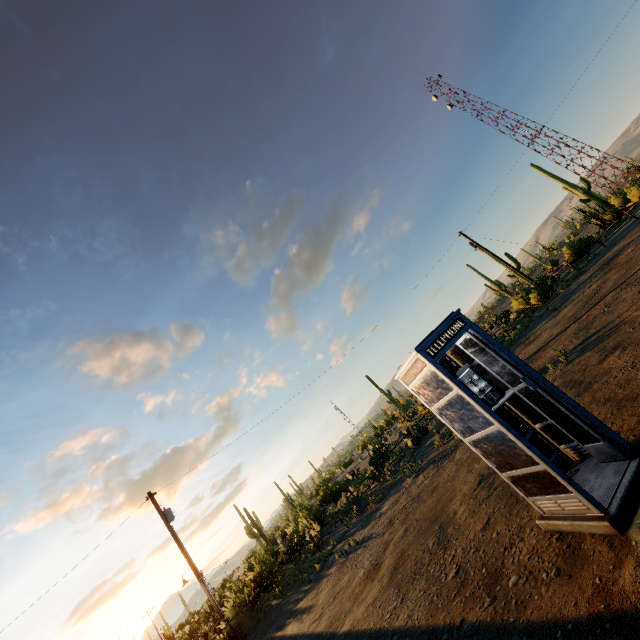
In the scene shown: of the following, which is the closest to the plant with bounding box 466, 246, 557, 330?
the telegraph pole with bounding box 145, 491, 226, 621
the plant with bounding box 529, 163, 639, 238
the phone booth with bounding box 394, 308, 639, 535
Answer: the plant with bounding box 529, 163, 639, 238

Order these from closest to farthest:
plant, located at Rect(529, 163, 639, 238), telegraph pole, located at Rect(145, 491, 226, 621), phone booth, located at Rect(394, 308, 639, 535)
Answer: phone booth, located at Rect(394, 308, 639, 535), telegraph pole, located at Rect(145, 491, 226, 621), plant, located at Rect(529, 163, 639, 238)

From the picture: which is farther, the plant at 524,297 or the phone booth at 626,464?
the plant at 524,297

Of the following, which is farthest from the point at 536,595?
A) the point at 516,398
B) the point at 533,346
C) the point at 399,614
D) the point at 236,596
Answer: the point at 236,596

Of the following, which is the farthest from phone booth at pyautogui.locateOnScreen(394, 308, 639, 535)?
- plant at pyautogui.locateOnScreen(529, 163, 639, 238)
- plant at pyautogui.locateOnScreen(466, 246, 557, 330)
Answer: plant at pyautogui.locateOnScreen(529, 163, 639, 238)

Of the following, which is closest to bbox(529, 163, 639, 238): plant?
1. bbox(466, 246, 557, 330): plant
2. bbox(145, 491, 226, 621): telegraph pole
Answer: bbox(466, 246, 557, 330): plant

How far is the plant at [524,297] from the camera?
23.6 meters

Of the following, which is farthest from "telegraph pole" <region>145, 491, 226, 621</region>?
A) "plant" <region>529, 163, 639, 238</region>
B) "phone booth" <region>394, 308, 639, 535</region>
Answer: "plant" <region>529, 163, 639, 238</region>
